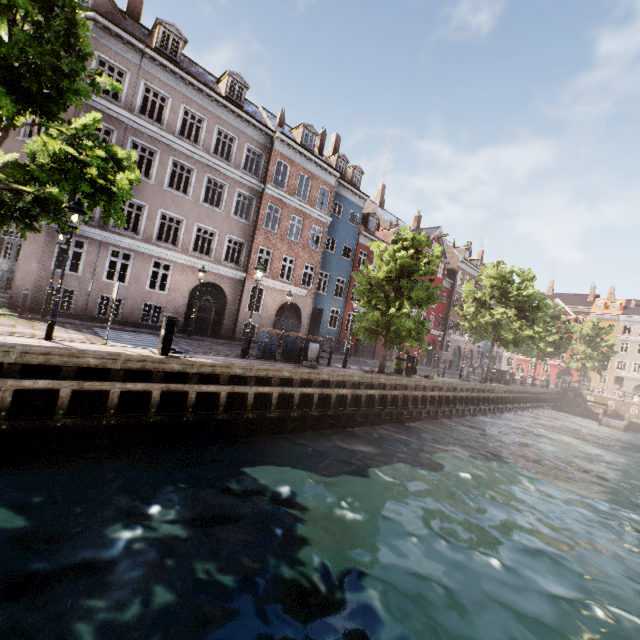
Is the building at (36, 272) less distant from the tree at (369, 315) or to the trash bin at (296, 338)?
the tree at (369, 315)

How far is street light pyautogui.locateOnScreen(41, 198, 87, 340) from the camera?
8.7 meters

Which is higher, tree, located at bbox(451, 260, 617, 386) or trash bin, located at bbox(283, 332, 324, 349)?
tree, located at bbox(451, 260, 617, 386)

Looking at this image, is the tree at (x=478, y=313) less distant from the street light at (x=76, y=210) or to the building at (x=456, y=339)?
the street light at (x=76, y=210)

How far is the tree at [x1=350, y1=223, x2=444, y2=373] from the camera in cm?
1598

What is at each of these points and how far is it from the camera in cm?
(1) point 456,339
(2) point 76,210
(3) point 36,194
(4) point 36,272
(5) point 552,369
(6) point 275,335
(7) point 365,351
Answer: (1) building, 4172
(2) street light, 872
(3) tree, 844
(4) building, 1440
(5) building, 5844
(6) trash bin, 1445
(7) building, 3064

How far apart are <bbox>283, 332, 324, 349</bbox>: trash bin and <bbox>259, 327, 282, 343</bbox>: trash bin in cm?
54

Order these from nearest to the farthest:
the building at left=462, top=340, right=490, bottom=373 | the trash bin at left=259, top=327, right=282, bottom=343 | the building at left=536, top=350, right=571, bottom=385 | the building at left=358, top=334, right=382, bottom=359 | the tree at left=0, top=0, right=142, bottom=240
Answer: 1. the tree at left=0, top=0, right=142, bottom=240
2. the trash bin at left=259, top=327, right=282, bottom=343
3. the building at left=358, top=334, right=382, bottom=359
4. the building at left=462, top=340, right=490, bottom=373
5. the building at left=536, top=350, right=571, bottom=385
